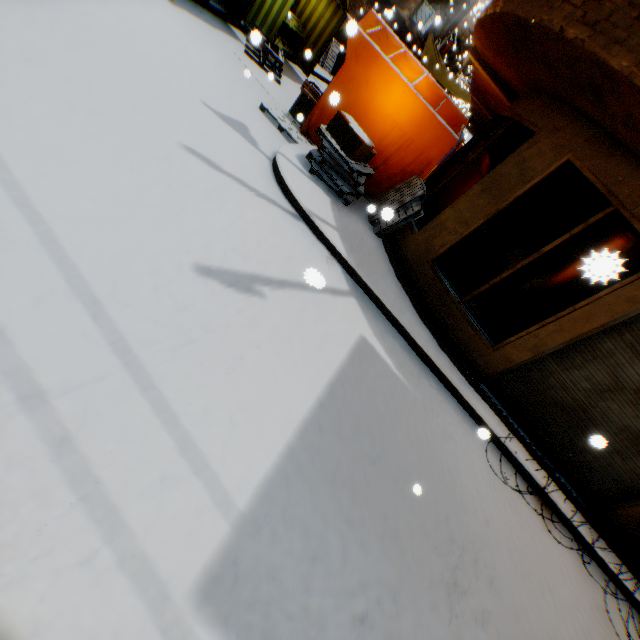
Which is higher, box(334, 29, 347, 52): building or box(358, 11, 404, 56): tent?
box(358, 11, 404, 56): tent

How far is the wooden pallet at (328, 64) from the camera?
15.0 meters

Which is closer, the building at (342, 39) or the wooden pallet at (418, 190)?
the wooden pallet at (418, 190)

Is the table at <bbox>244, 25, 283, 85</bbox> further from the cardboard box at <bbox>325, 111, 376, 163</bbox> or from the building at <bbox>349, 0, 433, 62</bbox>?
the cardboard box at <bbox>325, 111, 376, 163</bbox>

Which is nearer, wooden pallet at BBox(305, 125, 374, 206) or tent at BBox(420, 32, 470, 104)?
wooden pallet at BBox(305, 125, 374, 206)

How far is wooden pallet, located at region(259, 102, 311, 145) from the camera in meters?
6.7 m

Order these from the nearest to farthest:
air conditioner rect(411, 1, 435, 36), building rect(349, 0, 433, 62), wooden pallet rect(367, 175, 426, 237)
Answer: wooden pallet rect(367, 175, 426, 237) < building rect(349, 0, 433, 62) < air conditioner rect(411, 1, 435, 36)

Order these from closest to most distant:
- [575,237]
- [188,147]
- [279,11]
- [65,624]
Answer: [65,624]
[188,147]
[575,237]
[279,11]
